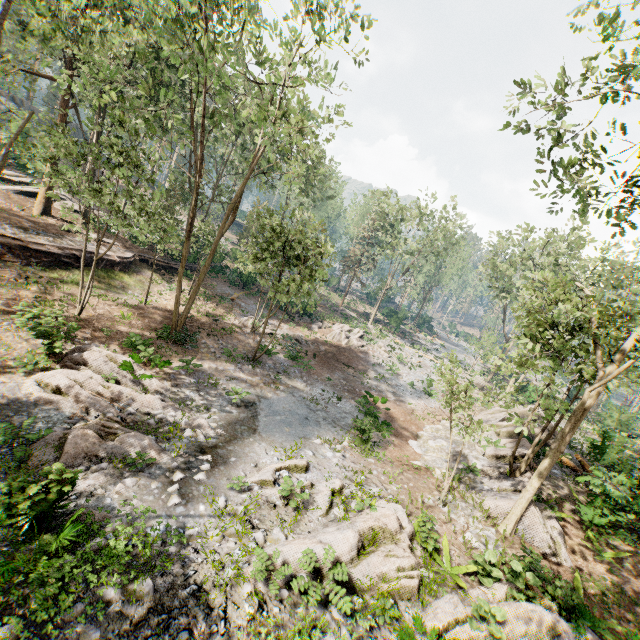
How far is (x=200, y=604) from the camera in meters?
6.6 m

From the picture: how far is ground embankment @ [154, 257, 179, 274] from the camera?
28.4m

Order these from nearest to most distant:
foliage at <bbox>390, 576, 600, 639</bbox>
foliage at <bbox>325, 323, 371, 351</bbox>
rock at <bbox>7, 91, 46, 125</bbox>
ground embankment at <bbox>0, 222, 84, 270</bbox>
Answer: foliage at <bbox>390, 576, 600, 639</bbox>
ground embankment at <bbox>0, 222, 84, 270</bbox>
foliage at <bbox>325, 323, 371, 351</bbox>
rock at <bbox>7, 91, 46, 125</bbox>

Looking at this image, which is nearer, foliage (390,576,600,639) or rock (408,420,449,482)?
foliage (390,576,600,639)

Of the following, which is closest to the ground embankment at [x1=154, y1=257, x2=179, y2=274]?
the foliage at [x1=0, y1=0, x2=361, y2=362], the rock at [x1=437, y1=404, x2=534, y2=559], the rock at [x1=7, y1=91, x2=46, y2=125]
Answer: the foliage at [x1=0, y1=0, x2=361, y2=362]

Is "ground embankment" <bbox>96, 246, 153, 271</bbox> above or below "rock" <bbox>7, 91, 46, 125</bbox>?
below

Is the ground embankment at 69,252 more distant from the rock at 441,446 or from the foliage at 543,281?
the rock at 441,446

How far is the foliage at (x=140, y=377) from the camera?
9.3m
